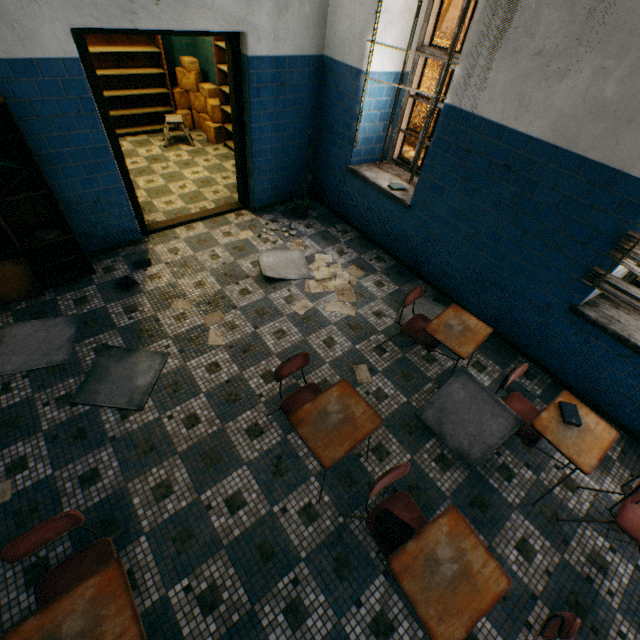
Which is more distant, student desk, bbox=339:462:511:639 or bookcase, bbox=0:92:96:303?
bookcase, bbox=0:92:96:303

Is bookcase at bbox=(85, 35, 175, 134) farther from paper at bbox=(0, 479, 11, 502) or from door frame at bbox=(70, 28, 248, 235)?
paper at bbox=(0, 479, 11, 502)

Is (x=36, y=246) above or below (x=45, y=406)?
above

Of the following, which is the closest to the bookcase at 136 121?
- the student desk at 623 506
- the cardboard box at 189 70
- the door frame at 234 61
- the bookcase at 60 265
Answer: the cardboard box at 189 70

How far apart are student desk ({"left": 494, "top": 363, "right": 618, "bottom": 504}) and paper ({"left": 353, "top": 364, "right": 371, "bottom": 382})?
1.1 meters

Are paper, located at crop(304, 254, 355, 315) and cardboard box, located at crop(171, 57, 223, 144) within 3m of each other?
→ no

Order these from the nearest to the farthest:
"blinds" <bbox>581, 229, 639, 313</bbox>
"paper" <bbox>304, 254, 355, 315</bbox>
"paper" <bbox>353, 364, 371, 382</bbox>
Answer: "blinds" <bbox>581, 229, 639, 313</bbox> → "paper" <bbox>353, 364, 371, 382</bbox> → "paper" <bbox>304, 254, 355, 315</bbox>

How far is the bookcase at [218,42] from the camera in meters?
5.6
